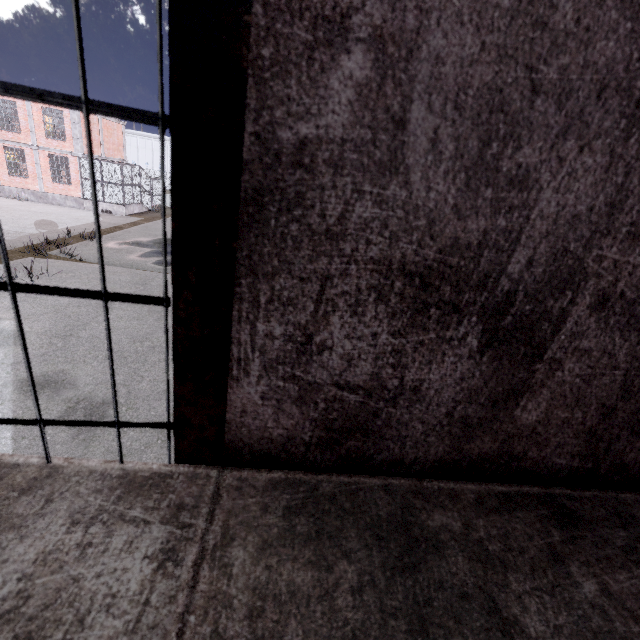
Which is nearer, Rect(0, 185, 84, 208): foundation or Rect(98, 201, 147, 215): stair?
Rect(0, 185, 84, 208): foundation

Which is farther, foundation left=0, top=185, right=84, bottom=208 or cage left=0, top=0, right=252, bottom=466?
foundation left=0, top=185, right=84, bottom=208

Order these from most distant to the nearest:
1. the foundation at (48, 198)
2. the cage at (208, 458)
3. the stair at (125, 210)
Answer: the stair at (125, 210) < the foundation at (48, 198) < the cage at (208, 458)

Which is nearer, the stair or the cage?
the cage

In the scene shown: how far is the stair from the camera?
25.3m

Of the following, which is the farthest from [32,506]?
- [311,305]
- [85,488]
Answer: [311,305]

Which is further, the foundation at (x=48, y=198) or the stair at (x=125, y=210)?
the stair at (x=125, y=210)

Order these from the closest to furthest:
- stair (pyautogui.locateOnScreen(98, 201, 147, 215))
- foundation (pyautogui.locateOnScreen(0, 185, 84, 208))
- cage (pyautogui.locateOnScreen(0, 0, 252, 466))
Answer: cage (pyautogui.locateOnScreen(0, 0, 252, 466))
foundation (pyautogui.locateOnScreen(0, 185, 84, 208))
stair (pyautogui.locateOnScreen(98, 201, 147, 215))
